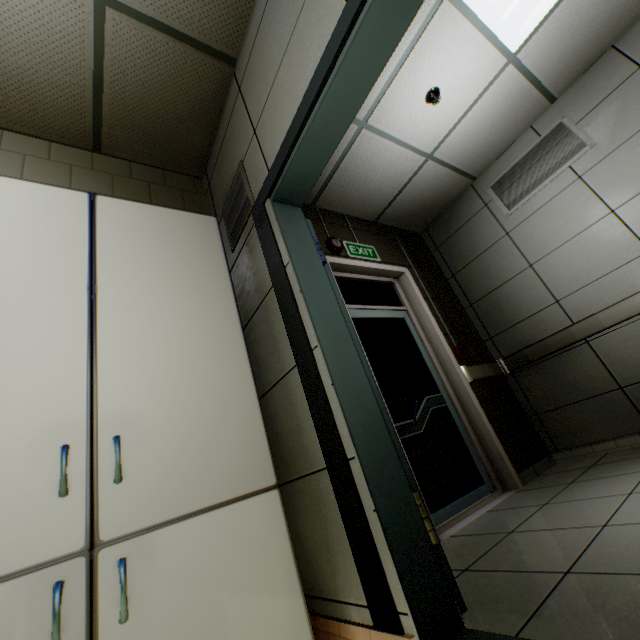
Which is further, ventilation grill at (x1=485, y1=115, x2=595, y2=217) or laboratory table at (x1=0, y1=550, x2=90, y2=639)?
ventilation grill at (x1=485, y1=115, x2=595, y2=217)

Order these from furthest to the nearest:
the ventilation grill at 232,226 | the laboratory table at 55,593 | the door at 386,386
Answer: the door at 386,386 → the ventilation grill at 232,226 → the laboratory table at 55,593

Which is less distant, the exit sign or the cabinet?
the cabinet

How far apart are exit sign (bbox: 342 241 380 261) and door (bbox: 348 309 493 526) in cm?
55

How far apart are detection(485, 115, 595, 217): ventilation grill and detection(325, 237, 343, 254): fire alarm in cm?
211

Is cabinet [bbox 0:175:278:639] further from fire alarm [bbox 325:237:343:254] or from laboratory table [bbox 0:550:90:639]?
fire alarm [bbox 325:237:343:254]

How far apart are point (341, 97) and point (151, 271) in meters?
1.2

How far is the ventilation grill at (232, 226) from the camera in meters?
2.1 m
